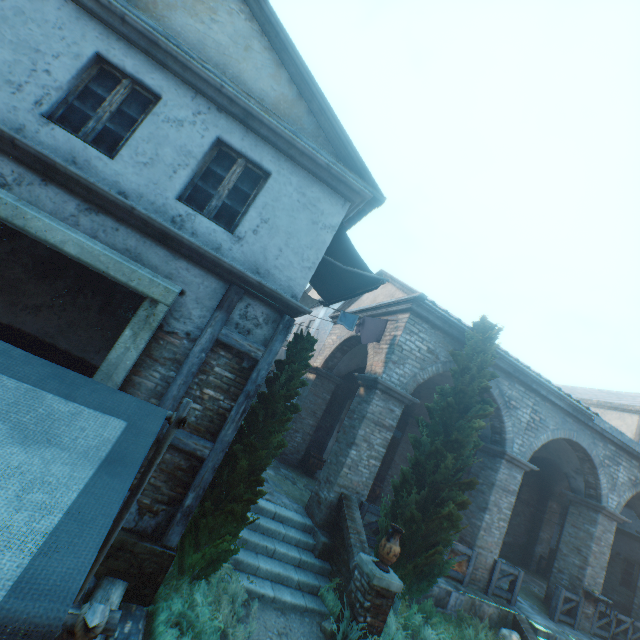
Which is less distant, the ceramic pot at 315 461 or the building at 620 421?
the ceramic pot at 315 461

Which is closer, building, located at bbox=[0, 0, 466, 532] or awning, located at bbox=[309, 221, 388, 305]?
building, located at bbox=[0, 0, 466, 532]

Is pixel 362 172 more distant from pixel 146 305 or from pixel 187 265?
pixel 146 305

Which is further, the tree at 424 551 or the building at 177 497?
the tree at 424 551

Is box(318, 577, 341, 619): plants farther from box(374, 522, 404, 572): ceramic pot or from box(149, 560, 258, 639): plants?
box(149, 560, 258, 639): plants

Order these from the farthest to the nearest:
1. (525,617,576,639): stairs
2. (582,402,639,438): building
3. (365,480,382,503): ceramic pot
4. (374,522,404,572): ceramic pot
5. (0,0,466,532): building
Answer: (582,402,639,438): building → (365,480,382,503): ceramic pot → (525,617,576,639): stairs → (374,522,404,572): ceramic pot → (0,0,466,532): building

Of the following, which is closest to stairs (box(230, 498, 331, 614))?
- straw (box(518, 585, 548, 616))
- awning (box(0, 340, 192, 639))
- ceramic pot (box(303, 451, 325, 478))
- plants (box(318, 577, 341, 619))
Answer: plants (box(318, 577, 341, 619))

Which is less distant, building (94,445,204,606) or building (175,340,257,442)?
building (94,445,204,606)
